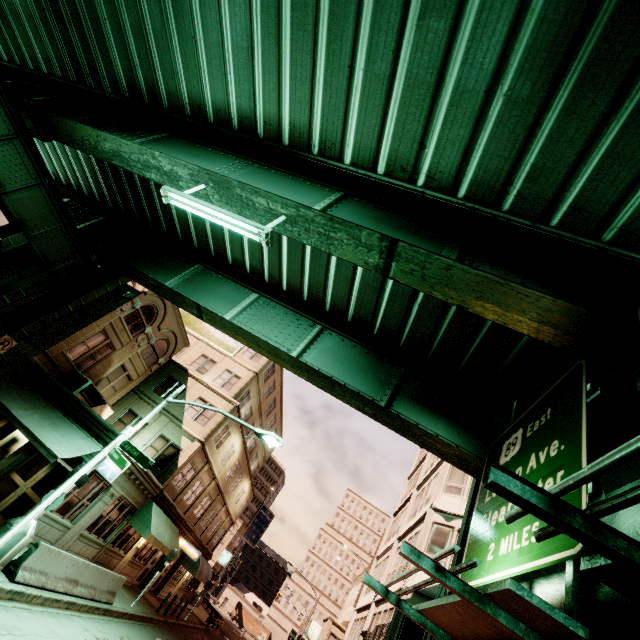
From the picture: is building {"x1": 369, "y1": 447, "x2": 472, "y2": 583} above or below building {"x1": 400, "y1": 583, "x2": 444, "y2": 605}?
above

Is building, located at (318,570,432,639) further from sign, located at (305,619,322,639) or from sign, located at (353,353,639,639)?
sign, located at (353,353,639,639)

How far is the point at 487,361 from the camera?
10.1 meters

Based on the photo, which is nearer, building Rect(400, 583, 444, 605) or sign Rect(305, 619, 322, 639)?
building Rect(400, 583, 444, 605)

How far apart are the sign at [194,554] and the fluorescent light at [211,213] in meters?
26.8 m

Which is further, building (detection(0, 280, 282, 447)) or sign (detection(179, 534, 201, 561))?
sign (detection(179, 534, 201, 561))

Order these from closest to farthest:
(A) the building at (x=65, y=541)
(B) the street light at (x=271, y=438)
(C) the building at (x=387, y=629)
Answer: (B) the street light at (x=271, y=438), (C) the building at (x=387, y=629), (A) the building at (x=65, y=541)

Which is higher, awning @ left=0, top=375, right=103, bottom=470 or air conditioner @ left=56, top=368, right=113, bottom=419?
air conditioner @ left=56, top=368, right=113, bottom=419
